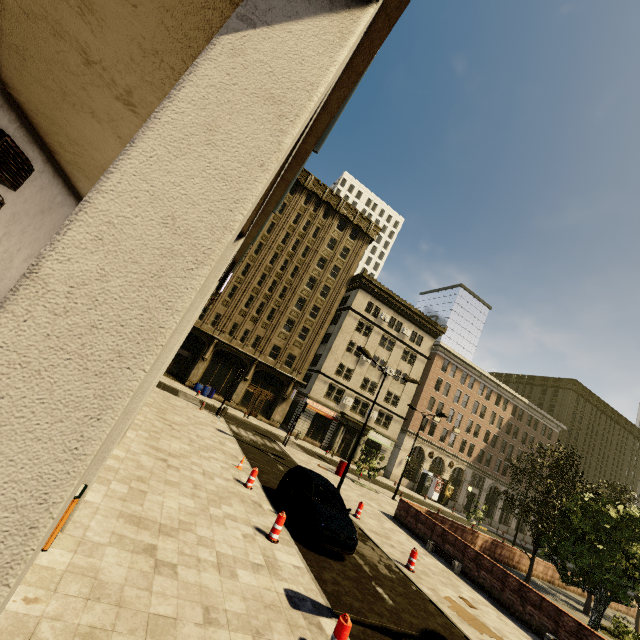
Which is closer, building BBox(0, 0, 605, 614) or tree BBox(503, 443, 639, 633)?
building BBox(0, 0, 605, 614)

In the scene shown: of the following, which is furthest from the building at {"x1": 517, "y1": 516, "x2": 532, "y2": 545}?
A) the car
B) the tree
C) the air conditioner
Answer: the car

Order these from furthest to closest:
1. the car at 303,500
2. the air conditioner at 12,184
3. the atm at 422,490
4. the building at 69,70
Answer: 1. the atm at 422,490
2. the car at 303,500
3. the air conditioner at 12,184
4. the building at 69,70

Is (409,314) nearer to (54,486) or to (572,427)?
(572,427)

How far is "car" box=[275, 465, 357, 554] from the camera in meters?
9.4 m

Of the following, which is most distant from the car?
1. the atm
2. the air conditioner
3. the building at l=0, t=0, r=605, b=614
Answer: the atm

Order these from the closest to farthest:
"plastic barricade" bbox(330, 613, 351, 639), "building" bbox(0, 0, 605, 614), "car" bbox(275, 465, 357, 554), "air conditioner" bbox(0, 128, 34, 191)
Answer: "building" bbox(0, 0, 605, 614) < "plastic barricade" bbox(330, 613, 351, 639) < "air conditioner" bbox(0, 128, 34, 191) < "car" bbox(275, 465, 357, 554)

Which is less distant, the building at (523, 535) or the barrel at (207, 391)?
the barrel at (207, 391)
